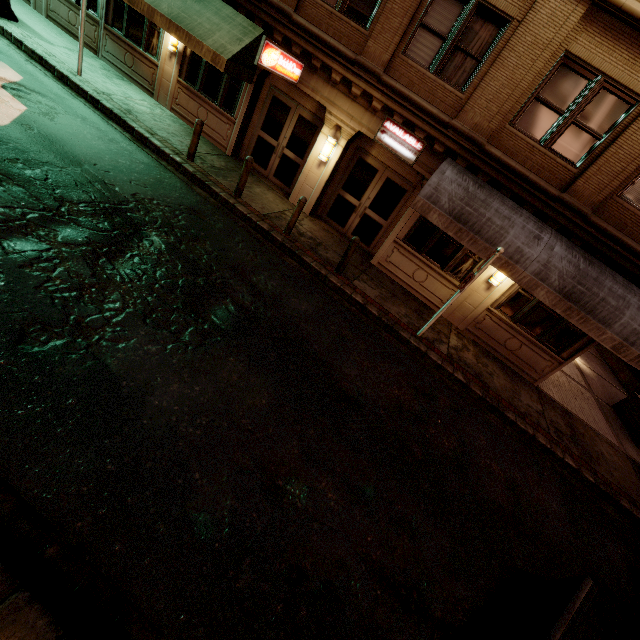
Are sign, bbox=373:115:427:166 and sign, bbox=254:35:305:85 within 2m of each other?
no

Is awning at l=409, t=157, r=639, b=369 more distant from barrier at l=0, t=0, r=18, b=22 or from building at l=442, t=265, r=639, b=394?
barrier at l=0, t=0, r=18, b=22

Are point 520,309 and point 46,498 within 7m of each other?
no

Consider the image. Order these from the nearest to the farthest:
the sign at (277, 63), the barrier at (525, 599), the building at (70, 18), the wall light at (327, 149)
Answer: the barrier at (525, 599) < the sign at (277, 63) < the wall light at (327, 149) < the building at (70, 18)

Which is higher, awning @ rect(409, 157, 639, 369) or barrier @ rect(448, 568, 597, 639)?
awning @ rect(409, 157, 639, 369)

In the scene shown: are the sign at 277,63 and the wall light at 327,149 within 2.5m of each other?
yes

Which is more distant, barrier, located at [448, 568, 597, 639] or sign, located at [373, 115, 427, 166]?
sign, located at [373, 115, 427, 166]

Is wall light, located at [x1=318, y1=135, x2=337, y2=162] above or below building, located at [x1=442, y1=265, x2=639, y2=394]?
above
